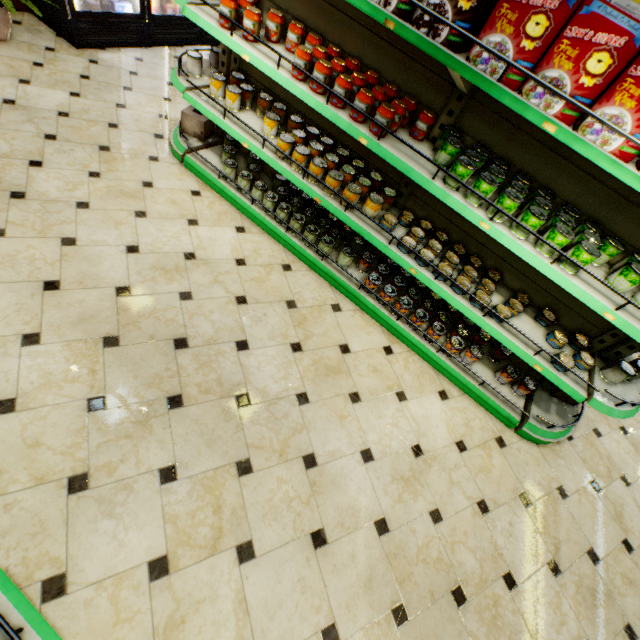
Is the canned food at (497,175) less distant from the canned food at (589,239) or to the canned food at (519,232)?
the canned food at (519,232)

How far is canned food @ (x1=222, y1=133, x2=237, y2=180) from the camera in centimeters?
323cm

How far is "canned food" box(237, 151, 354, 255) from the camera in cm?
310

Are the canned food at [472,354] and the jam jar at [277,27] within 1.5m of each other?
no

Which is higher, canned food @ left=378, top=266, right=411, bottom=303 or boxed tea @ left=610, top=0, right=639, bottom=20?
boxed tea @ left=610, top=0, right=639, bottom=20

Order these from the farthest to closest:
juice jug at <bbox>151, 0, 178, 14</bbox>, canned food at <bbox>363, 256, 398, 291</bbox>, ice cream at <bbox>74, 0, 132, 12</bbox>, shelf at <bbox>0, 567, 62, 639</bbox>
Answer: juice jug at <bbox>151, 0, 178, 14</bbox>, ice cream at <bbox>74, 0, 132, 12</bbox>, canned food at <bbox>363, 256, 398, 291</bbox>, shelf at <bbox>0, 567, 62, 639</bbox>

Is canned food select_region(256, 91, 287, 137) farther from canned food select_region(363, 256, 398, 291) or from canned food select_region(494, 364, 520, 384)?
canned food select_region(494, 364, 520, 384)

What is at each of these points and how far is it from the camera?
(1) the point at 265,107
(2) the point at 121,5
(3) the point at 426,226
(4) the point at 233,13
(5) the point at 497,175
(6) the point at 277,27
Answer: (1) canned food, 3.0m
(2) ice cream, 4.3m
(3) canned food, 2.8m
(4) jam jar, 2.4m
(5) canned food, 2.1m
(6) jam jar, 2.5m
